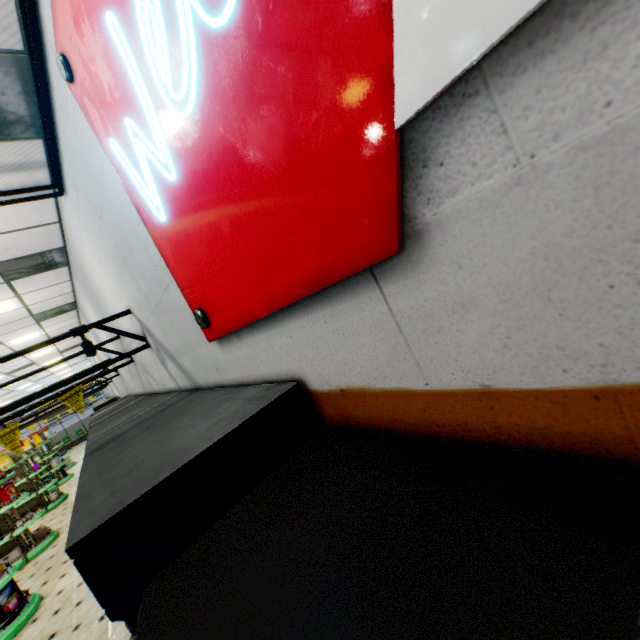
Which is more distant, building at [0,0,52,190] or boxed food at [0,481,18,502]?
boxed food at [0,481,18,502]

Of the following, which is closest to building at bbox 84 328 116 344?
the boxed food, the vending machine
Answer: the vending machine

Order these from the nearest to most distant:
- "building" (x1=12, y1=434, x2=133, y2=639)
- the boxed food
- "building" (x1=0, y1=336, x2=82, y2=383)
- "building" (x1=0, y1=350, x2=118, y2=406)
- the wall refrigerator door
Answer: the wall refrigerator door, "building" (x1=12, y1=434, x2=133, y2=639), the boxed food, "building" (x1=0, y1=336, x2=82, y2=383), "building" (x1=0, y1=350, x2=118, y2=406)

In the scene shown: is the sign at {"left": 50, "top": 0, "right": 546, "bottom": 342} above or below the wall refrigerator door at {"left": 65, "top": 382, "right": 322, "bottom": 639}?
above

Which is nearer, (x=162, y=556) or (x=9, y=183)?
(x=162, y=556)

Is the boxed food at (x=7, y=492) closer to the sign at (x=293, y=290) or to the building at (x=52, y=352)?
the building at (x=52, y=352)

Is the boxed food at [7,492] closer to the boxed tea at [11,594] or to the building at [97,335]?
the building at [97,335]
